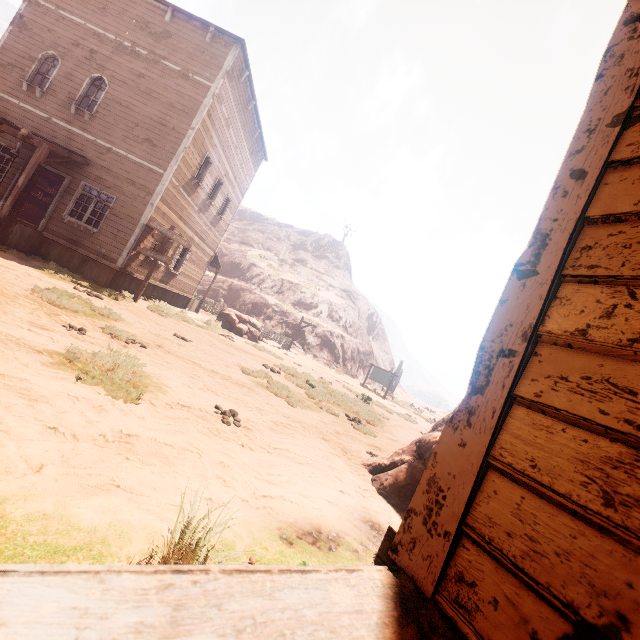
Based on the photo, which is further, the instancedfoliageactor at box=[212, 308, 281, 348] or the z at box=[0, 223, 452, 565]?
the instancedfoliageactor at box=[212, 308, 281, 348]

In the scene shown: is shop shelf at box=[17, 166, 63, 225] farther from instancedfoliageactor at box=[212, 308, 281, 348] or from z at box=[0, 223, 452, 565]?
instancedfoliageactor at box=[212, 308, 281, 348]

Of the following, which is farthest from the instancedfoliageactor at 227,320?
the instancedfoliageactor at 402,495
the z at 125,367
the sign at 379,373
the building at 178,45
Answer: the instancedfoliageactor at 402,495

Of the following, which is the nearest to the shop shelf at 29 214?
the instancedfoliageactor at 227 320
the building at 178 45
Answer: the building at 178 45

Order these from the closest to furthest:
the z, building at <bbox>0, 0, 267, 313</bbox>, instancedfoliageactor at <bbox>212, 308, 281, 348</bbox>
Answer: the z
building at <bbox>0, 0, 267, 313</bbox>
instancedfoliageactor at <bbox>212, 308, 281, 348</bbox>

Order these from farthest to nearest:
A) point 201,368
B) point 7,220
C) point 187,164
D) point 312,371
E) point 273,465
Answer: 1. point 312,371
2. point 187,164
3. point 7,220
4. point 201,368
5. point 273,465

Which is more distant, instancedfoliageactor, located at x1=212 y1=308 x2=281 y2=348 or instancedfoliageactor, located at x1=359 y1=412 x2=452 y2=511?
instancedfoliageactor, located at x1=212 y1=308 x2=281 y2=348

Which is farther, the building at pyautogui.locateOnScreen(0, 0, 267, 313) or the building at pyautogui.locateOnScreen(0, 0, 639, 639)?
the building at pyautogui.locateOnScreen(0, 0, 267, 313)
